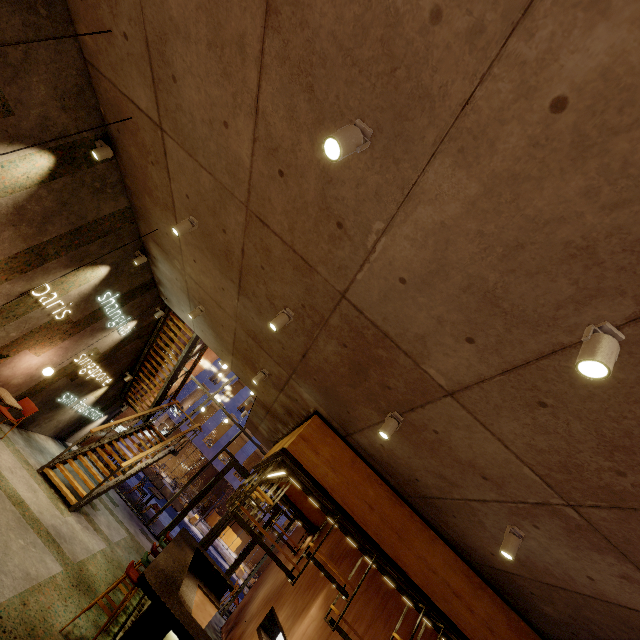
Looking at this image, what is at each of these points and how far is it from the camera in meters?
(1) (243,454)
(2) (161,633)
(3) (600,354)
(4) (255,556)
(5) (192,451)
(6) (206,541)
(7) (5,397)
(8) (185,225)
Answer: (1) building, 28.8 m
(2) bar counter, 4.3 m
(3) lamp, 1.8 m
(4) building, 31.3 m
(5) building, 33.9 m
(6) door, 11.8 m
(7) table, 6.7 m
(8) lamp, 4.6 m

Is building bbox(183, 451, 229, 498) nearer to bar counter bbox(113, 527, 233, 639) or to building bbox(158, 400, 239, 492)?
building bbox(158, 400, 239, 492)

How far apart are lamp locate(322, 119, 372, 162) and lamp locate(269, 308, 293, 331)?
2.53m

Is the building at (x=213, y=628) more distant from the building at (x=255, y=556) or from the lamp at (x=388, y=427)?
the building at (x=255, y=556)

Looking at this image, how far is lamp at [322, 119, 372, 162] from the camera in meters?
2.0 m

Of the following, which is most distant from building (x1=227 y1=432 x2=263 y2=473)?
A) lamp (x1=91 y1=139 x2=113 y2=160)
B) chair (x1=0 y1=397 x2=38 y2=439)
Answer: lamp (x1=91 y1=139 x2=113 y2=160)

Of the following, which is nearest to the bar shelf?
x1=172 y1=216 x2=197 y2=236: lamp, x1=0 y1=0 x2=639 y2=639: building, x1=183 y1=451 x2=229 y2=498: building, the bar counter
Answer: x1=0 y1=0 x2=639 y2=639: building

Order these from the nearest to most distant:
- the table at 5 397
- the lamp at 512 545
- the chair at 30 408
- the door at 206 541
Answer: the lamp at 512 545 < the table at 5 397 < the chair at 30 408 < the door at 206 541
